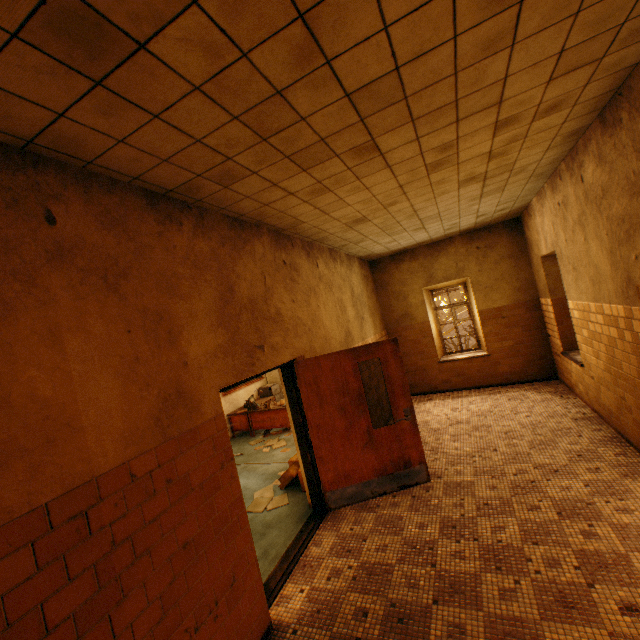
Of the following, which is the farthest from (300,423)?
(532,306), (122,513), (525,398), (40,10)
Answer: (532,306)

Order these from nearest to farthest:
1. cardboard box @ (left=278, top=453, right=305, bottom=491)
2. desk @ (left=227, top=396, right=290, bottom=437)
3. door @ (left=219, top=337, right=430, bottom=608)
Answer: door @ (left=219, top=337, right=430, bottom=608)
cardboard box @ (left=278, top=453, right=305, bottom=491)
desk @ (left=227, top=396, right=290, bottom=437)

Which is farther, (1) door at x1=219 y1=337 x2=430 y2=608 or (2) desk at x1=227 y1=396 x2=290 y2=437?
(2) desk at x1=227 y1=396 x2=290 y2=437

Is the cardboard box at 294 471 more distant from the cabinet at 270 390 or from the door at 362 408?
the cabinet at 270 390

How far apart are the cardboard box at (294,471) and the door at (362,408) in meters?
0.5 m

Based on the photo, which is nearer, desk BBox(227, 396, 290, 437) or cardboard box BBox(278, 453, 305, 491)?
cardboard box BBox(278, 453, 305, 491)

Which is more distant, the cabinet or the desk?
the cabinet

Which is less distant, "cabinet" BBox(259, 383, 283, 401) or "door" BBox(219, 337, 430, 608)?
Answer: "door" BBox(219, 337, 430, 608)
